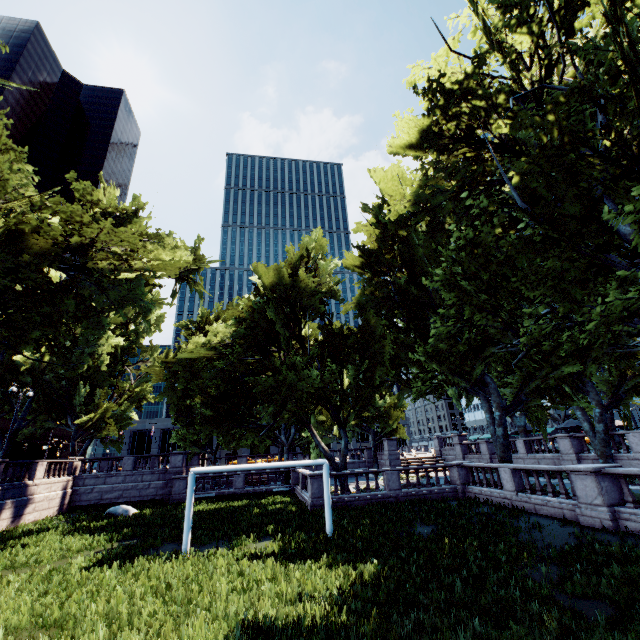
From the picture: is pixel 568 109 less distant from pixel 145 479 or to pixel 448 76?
pixel 448 76
